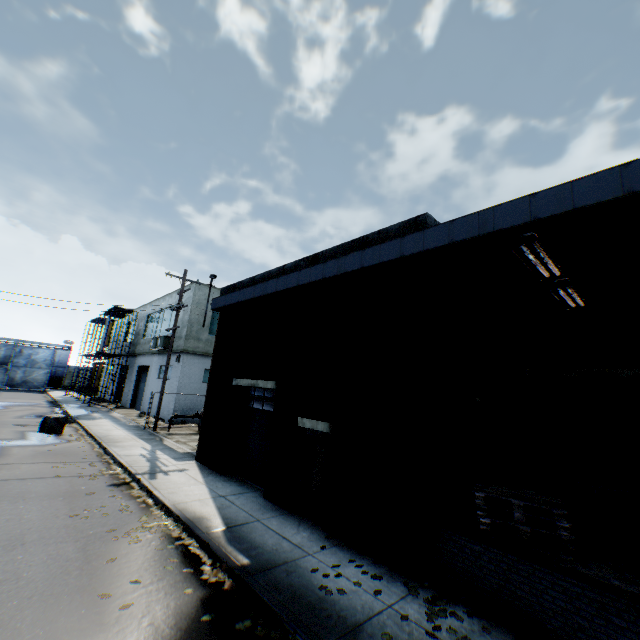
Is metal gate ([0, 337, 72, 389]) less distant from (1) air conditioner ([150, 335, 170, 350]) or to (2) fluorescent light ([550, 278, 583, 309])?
(1) air conditioner ([150, 335, 170, 350])

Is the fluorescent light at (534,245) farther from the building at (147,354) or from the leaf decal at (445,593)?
the building at (147,354)

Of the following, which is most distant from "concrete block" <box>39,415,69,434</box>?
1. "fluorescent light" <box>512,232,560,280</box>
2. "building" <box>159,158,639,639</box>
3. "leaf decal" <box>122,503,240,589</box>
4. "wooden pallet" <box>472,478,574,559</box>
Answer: "fluorescent light" <box>512,232,560,280</box>

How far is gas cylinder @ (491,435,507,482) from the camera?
7.95m

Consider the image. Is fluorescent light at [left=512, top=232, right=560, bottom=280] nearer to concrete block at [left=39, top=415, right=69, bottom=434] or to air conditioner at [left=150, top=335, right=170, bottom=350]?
concrete block at [left=39, top=415, right=69, bottom=434]

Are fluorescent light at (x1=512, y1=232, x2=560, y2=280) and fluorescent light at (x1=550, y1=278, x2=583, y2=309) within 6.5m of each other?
yes

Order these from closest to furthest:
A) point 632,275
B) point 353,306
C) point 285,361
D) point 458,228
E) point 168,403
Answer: point 458,228 < point 632,275 < point 353,306 < point 285,361 < point 168,403

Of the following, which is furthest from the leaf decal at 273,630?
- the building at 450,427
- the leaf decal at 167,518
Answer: the building at 450,427
